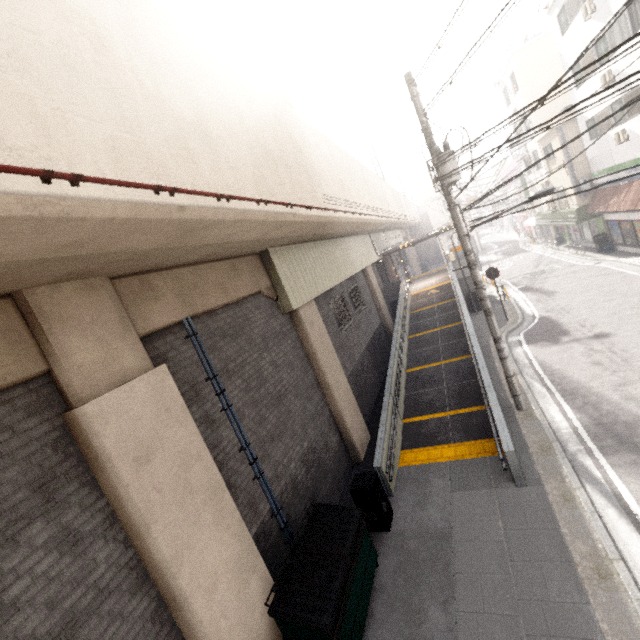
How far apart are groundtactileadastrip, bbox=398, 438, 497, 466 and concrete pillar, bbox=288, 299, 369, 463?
1.20m

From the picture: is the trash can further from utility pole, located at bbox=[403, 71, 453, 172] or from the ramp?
utility pole, located at bbox=[403, 71, 453, 172]

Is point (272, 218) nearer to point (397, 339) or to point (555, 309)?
point (397, 339)

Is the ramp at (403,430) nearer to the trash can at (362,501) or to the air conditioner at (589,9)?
the trash can at (362,501)

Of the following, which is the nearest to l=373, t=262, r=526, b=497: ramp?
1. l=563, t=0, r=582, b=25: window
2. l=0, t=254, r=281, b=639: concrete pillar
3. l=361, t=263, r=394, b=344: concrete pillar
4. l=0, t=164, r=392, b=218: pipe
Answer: l=361, t=263, r=394, b=344: concrete pillar

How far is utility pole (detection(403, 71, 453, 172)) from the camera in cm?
774

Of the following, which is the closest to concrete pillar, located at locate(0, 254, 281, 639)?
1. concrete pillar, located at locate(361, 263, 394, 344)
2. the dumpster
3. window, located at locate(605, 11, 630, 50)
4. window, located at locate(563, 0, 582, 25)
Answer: the dumpster

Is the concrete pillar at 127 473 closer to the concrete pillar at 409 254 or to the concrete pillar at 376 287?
the concrete pillar at 376 287
